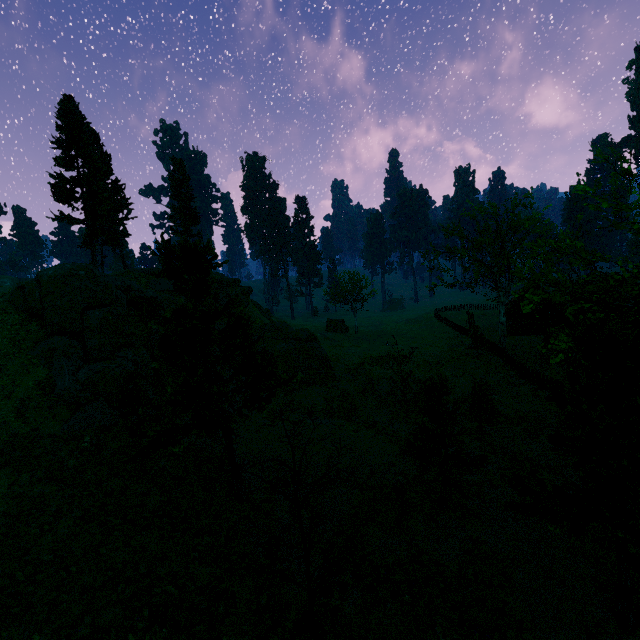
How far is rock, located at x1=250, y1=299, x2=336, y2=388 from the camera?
28.5 meters

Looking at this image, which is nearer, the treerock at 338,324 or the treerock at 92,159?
the treerock at 92,159

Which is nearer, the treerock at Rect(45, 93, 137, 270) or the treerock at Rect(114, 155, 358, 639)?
the treerock at Rect(114, 155, 358, 639)

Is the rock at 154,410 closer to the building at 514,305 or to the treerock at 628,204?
the treerock at 628,204

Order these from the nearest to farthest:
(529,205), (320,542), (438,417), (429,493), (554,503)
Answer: (554,503), (320,542), (438,417), (429,493), (529,205)

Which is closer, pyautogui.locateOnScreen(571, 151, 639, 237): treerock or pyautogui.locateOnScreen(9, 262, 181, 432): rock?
pyautogui.locateOnScreen(571, 151, 639, 237): treerock
